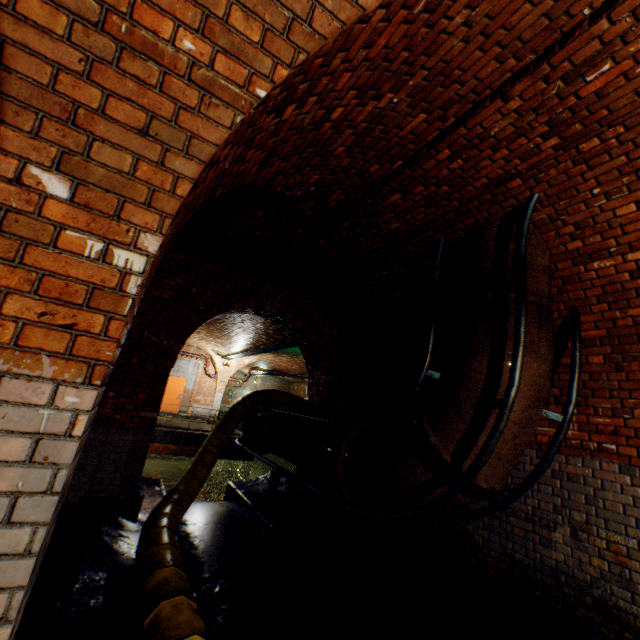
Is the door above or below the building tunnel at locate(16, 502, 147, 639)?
above

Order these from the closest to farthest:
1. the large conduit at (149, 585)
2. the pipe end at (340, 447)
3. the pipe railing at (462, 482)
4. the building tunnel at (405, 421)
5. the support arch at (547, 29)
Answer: the support arch at (547, 29)
the large conduit at (149, 585)
the pipe railing at (462, 482)
the pipe end at (340, 447)
the building tunnel at (405, 421)

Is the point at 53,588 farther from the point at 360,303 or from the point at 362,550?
the point at 360,303

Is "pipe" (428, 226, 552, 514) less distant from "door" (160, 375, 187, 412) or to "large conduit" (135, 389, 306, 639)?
"large conduit" (135, 389, 306, 639)

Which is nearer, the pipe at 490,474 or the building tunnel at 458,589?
the building tunnel at 458,589

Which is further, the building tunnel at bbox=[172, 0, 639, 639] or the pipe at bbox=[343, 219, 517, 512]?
the pipe at bbox=[343, 219, 517, 512]

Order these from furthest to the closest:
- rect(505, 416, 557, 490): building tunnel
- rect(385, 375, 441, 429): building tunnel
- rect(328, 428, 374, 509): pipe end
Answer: rect(385, 375, 441, 429): building tunnel
rect(328, 428, 374, 509): pipe end
rect(505, 416, 557, 490): building tunnel

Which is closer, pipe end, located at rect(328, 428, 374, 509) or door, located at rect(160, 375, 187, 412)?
pipe end, located at rect(328, 428, 374, 509)
